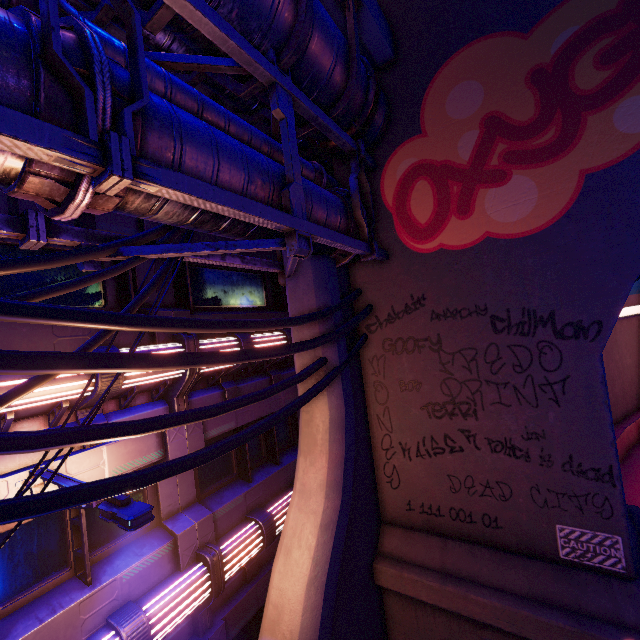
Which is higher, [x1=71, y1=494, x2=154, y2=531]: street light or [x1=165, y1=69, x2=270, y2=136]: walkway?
[x1=165, y1=69, x2=270, y2=136]: walkway

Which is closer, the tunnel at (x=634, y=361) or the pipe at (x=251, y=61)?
the pipe at (x=251, y=61)

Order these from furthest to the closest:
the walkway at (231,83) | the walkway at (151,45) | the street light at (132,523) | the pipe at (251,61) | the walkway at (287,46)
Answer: the walkway at (231,83), the walkway at (287,46), the walkway at (151,45), the street light at (132,523), the pipe at (251,61)

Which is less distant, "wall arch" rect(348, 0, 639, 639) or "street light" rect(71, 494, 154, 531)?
"street light" rect(71, 494, 154, 531)

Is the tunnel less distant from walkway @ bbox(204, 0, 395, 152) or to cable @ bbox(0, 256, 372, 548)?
cable @ bbox(0, 256, 372, 548)

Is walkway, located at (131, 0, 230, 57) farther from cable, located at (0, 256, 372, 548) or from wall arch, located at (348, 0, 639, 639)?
cable, located at (0, 256, 372, 548)

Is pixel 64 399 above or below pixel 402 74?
below

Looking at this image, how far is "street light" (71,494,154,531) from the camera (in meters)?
3.22
